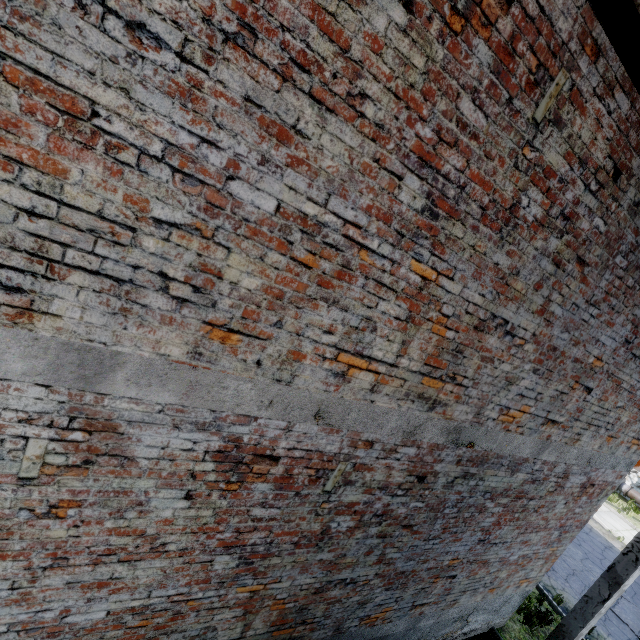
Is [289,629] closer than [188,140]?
No

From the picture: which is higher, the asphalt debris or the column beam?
the column beam

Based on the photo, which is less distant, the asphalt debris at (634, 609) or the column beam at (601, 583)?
the column beam at (601, 583)

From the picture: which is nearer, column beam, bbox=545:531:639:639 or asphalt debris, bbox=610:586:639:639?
column beam, bbox=545:531:639:639

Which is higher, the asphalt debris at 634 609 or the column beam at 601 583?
the column beam at 601 583
